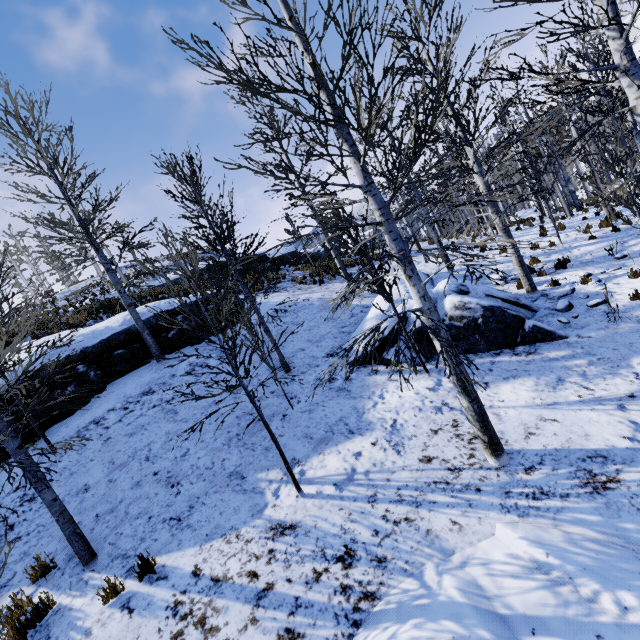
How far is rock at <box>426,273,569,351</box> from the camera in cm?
758

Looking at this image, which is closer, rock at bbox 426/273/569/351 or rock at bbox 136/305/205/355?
rock at bbox 426/273/569/351

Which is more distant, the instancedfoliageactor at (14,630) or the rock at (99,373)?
the rock at (99,373)

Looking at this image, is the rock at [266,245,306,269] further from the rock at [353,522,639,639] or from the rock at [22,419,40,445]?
the rock at [353,522,639,639]

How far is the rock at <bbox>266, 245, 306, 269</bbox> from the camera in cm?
2697

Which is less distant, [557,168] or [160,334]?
[160,334]

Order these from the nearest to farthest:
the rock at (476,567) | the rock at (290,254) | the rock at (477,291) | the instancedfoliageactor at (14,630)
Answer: the rock at (476,567), the instancedfoliageactor at (14,630), the rock at (477,291), the rock at (290,254)

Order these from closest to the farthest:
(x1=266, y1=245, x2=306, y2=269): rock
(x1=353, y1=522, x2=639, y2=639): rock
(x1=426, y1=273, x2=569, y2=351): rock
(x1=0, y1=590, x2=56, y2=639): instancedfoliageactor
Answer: (x1=353, y1=522, x2=639, y2=639): rock
(x1=0, y1=590, x2=56, y2=639): instancedfoliageactor
(x1=426, y1=273, x2=569, y2=351): rock
(x1=266, y1=245, x2=306, y2=269): rock
